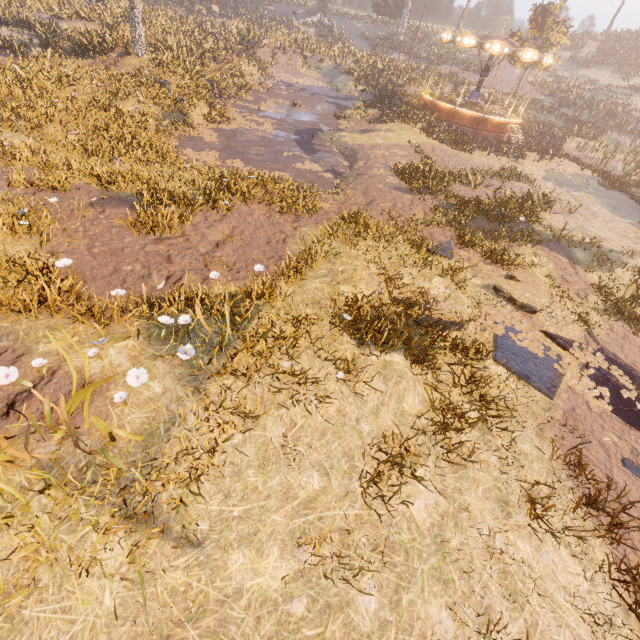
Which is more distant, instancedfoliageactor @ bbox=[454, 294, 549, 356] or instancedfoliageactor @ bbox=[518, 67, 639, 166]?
instancedfoliageactor @ bbox=[518, 67, 639, 166]

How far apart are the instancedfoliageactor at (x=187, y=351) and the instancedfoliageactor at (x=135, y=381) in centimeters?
45cm

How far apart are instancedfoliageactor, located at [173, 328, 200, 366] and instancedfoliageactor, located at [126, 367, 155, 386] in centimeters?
45cm

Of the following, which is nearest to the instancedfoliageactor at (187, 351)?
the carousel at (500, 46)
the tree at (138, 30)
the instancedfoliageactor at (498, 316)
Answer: the instancedfoliageactor at (498, 316)

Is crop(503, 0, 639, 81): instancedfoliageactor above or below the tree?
above

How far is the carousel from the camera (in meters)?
20.22

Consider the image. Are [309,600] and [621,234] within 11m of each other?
no

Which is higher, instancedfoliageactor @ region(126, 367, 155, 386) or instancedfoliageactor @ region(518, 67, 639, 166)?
instancedfoliageactor @ region(518, 67, 639, 166)
